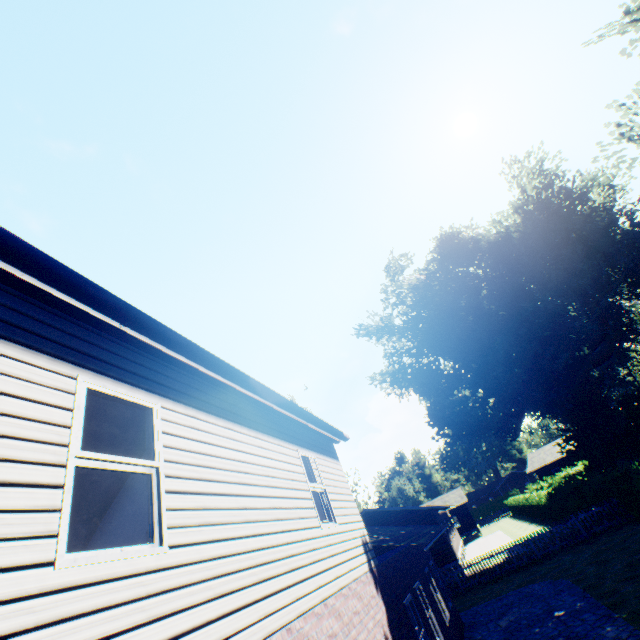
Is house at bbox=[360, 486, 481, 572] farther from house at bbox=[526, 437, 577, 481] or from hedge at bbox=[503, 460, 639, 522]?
house at bbox=[526, 437, 577, 481]

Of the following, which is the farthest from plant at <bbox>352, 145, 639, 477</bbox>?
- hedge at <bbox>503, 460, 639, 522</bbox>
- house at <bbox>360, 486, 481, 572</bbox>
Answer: house at <bbox>360, 486, 481, 572</bbox>

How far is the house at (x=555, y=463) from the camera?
44.0m

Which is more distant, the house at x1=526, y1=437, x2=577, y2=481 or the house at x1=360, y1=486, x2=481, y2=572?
the house at x1=526, y1=437, x2=577, y2=481

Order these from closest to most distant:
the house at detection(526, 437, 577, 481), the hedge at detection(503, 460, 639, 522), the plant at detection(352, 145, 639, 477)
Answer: the hedge at detection(503, 460, 639, 522) → the plant at detection(352, 145, 639, 477) → the house at detection(526, 437, 577, 481)

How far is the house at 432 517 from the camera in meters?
24.8

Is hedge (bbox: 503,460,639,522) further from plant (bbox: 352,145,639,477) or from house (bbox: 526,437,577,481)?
house (bbox: 526,437,577,481)

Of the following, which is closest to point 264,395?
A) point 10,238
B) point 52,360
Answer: point 52,360
